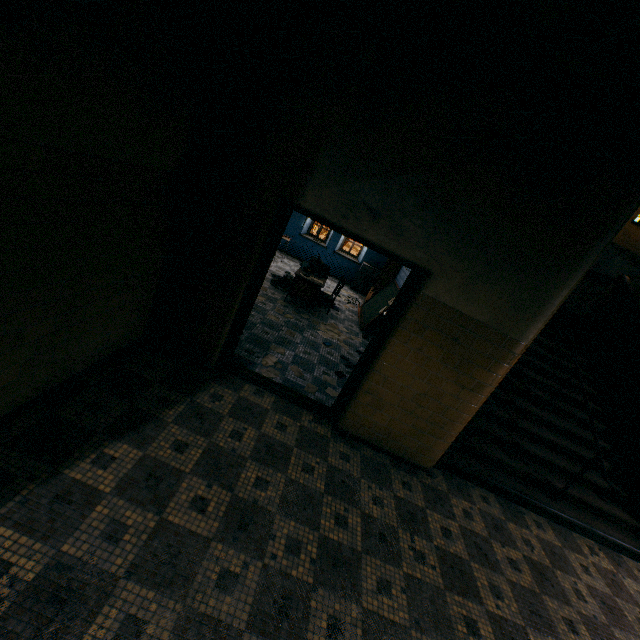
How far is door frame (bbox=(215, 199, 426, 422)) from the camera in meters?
3.4

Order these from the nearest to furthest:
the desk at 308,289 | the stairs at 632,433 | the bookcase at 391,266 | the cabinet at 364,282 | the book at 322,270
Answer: the stairs at 632,433, the desk at 308,289, the book at 322,270, the bookcase at 391,266, the cabinet at 364,282

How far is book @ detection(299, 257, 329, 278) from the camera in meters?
7.6

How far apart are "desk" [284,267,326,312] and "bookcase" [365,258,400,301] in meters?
1.8

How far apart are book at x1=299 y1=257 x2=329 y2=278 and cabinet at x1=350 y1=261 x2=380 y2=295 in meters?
3.0 m

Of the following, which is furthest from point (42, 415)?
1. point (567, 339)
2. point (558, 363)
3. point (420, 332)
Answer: point (567, 339)

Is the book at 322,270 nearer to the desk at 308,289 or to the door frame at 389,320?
the desk at 308,289

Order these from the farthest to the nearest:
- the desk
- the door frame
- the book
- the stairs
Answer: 1. the book
2. the desk
3. the stairs
4. the door frame
